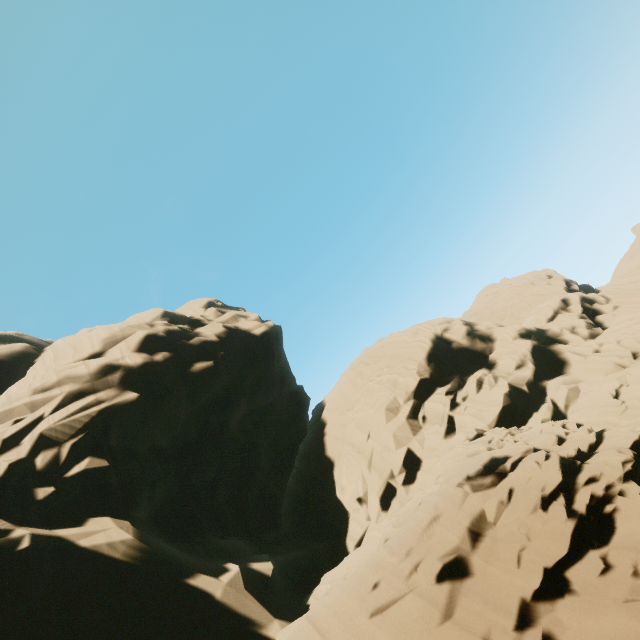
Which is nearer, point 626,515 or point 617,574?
point 617,574
